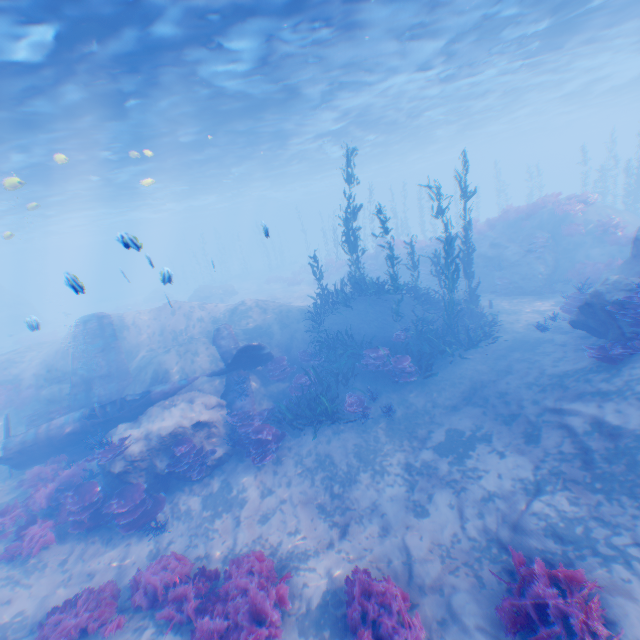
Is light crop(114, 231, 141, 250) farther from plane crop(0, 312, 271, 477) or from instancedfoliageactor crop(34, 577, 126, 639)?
instancedfoliageactor crop(34, 577, 126, 639)

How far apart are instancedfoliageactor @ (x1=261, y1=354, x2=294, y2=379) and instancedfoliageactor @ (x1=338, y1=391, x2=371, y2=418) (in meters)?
3.66

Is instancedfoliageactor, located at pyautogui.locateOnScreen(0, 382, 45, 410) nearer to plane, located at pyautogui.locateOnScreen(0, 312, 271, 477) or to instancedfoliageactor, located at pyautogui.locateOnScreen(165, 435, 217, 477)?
plane, located at pyautogui.locateOnScreen(0, 312, 271, 477)

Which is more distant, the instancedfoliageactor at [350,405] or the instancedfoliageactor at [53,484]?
the instancedfoliageactor at [350,405]

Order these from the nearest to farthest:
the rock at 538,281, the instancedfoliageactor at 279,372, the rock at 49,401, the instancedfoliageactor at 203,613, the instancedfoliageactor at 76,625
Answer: the instancedfoliageactor at 203,613
the instancedfoliageactor at 76,625
the instancedfoliageactor at 279,372
the rock at 49,401
the rock at 538,281

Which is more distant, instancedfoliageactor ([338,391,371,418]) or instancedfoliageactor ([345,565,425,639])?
instancedfoliageactor ([338,391,371,418])

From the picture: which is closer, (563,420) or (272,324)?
(563,420)

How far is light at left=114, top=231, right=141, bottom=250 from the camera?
5.7 meters
